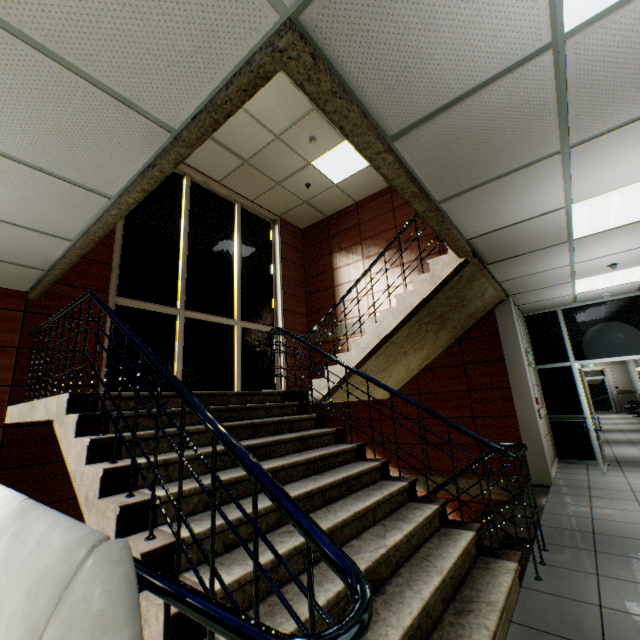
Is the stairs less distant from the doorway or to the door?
the doorway

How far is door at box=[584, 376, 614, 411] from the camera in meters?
18.3

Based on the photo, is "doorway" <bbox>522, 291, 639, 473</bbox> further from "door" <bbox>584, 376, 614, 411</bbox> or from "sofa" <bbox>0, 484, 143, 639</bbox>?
"door" <bbox>584, 376, 614, 411</bbox>

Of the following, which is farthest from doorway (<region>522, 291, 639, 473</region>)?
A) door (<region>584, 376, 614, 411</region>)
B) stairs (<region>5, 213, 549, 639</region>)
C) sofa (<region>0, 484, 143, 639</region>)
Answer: door (<region>584, 376, 614, 411</region>)

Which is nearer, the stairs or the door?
the stairs

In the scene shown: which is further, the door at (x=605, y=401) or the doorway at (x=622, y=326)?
the door at (x=605, y=401)

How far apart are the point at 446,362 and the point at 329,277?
3.9 meters

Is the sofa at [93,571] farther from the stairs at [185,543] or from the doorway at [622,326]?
the doorway at [622,326]
